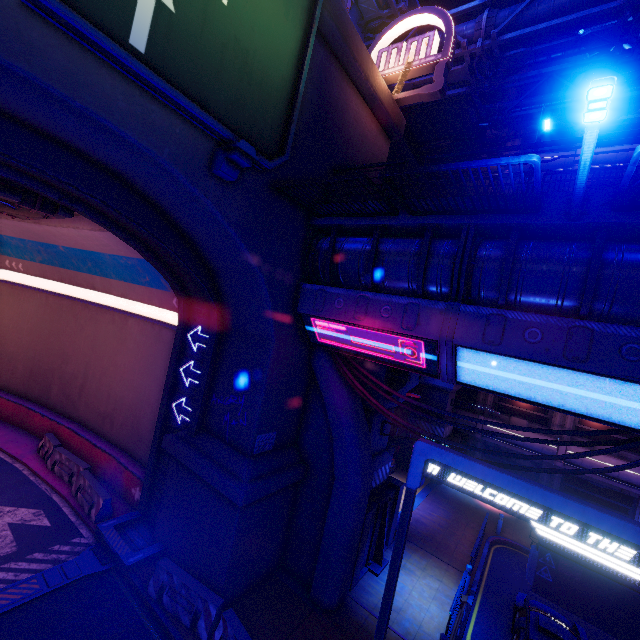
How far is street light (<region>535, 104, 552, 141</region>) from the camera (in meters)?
11.74

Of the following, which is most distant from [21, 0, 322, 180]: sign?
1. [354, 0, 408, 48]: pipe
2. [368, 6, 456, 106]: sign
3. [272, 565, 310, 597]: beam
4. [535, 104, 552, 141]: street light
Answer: [272, 565, 310, 597]: beam

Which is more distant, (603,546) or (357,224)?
(357,224)

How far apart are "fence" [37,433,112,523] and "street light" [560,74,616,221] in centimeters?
1901cm

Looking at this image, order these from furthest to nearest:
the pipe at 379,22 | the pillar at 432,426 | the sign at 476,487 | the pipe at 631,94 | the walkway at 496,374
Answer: the pillar at 432,426
the pipe at 631,94
the pipe at 379,22
the walkway at 496,374
the sign at 476,487

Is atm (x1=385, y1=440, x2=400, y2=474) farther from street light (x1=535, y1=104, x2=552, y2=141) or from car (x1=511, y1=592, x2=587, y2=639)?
street light (x1=535, y1=104, x2=552, y2=141)

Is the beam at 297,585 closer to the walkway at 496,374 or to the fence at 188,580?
the fence at 188,580

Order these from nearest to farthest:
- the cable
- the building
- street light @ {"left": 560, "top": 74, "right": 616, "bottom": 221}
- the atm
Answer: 1. street light @ {"left": 560, "top": 74, "right": 616, "bottom": 221}
2. the cable
3. the atm
4. the building
